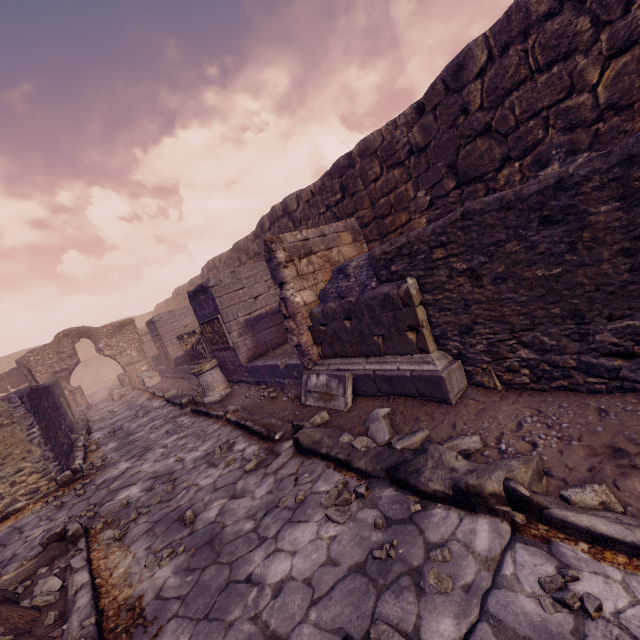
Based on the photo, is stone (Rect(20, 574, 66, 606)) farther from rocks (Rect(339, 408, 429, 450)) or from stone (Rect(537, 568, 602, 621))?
stone (Rect(537, 568, 602, 621))

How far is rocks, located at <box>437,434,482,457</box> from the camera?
2.8 meters

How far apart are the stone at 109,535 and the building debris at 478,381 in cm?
251

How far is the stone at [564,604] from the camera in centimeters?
154cm

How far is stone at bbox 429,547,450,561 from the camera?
2.1 meters

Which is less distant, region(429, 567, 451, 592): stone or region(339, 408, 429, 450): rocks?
region(429, 567, 451, 592): stone

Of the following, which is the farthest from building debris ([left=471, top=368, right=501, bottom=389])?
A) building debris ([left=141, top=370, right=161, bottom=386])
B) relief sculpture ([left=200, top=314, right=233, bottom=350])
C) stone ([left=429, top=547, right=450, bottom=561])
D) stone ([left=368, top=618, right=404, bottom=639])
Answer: building debris ([left=141, top=370, right=161, bottom=386])

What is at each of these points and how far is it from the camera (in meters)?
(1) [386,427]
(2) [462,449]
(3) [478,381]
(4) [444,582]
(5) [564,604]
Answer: (1) rocks, 3.53
(2) rocks, 2.84
(3) building debris, 3.59
(4) stone, 1.92
(5) stone, 1.60
